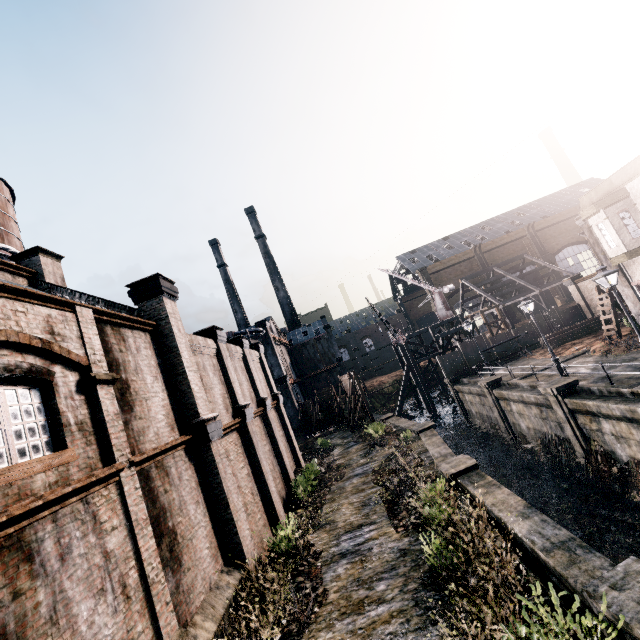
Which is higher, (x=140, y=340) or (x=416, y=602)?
(x=140, y=340)

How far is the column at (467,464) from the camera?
14.0 meters

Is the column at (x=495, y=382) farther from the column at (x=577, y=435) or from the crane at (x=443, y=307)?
the crane at (x=443, y=307)

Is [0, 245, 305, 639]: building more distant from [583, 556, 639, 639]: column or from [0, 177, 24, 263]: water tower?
[583, 556, 639, 639]: column

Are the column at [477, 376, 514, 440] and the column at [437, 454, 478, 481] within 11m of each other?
no

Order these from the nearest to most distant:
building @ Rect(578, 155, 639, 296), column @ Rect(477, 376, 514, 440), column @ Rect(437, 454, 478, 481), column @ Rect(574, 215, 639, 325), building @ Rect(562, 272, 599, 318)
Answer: column @ Rect(437, 454, 478, 481), building @ Rect(578, 155, 639, 296), column @ Rect(574, 215, 639, 325), column @ Rect(477, 376, 514, 440), building @ Rect(562, 272, 599, 318)

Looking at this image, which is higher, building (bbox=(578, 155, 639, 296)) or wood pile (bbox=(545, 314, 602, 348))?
building (bbox=(578, 155, 639, 296))

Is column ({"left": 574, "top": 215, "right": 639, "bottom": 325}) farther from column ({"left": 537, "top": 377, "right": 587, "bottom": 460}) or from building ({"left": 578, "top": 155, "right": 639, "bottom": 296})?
column ({"left": 537, "top": 377, "right": 587, "bottom": 460})
